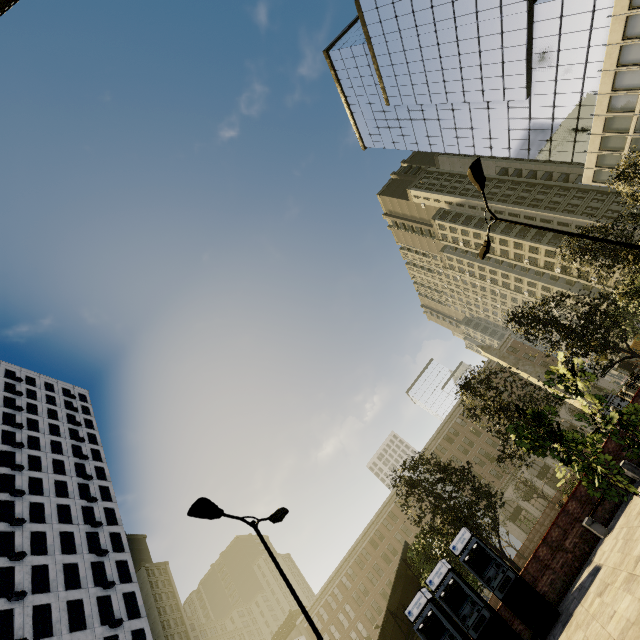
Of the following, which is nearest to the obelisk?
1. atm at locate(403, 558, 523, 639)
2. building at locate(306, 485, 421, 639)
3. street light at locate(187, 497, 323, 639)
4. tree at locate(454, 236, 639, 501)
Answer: tree at locate(454, 236, 639, 501)

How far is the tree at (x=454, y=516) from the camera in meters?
15.2

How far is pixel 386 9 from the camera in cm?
4612

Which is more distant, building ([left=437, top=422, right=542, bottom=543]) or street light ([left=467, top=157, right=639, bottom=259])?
building ([left=437, top=422, right=542, bottom=543])

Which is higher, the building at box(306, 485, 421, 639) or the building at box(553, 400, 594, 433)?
the building at box(306, 485, 421, 639)

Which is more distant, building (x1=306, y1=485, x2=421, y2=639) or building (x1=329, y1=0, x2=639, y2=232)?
building (x1=306, y1=485, x2=421, y2=639)

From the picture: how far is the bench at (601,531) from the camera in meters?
10.7

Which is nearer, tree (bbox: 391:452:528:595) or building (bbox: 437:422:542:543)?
tree (bbox: 391:452:528:595)
